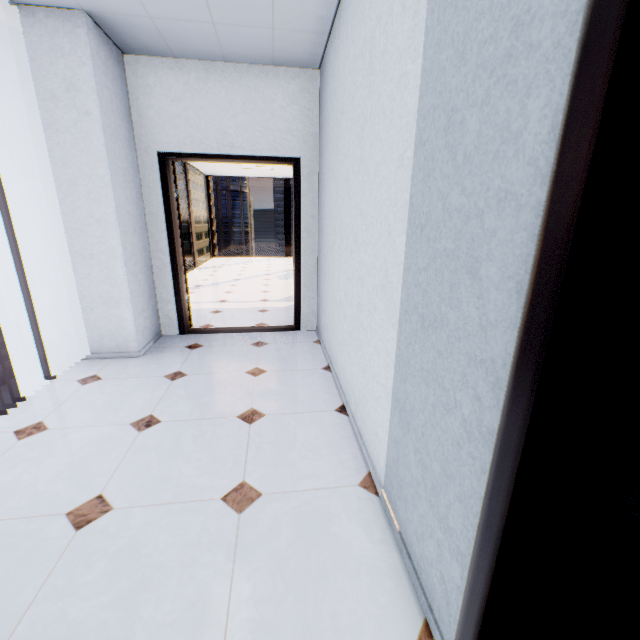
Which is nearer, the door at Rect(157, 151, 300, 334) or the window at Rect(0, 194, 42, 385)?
the window at Rect(0, 194, 42, 385)

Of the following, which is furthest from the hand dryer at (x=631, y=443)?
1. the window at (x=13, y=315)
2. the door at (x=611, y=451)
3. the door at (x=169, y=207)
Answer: the window at (x=13, y=315)

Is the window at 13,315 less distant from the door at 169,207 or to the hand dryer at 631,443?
the door at 169,207

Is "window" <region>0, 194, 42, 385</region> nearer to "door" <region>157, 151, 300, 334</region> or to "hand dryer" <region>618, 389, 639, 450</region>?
"door" <region>157, 151, 300, 334</region>

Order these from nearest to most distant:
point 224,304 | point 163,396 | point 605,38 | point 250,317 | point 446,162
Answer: point 605,38 → point 446,162 → point 163,396 → point 250,317 → point 224,304

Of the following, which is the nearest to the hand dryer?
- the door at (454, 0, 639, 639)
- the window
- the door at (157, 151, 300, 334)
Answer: the door at (454, 0, 639, 639)

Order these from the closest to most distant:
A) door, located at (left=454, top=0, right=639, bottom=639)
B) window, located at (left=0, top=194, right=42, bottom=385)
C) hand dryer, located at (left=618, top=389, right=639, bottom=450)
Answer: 1. door, located at (left=454, top=0, right=639, bottom=639)
2. hand dryer, located at (left=618, top=389, right=639, bottom=450)
3. window, located at (left=0, top=194, right=42, bottom=385)

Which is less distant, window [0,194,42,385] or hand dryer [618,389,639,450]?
hand dryer [618,389,639,450]
